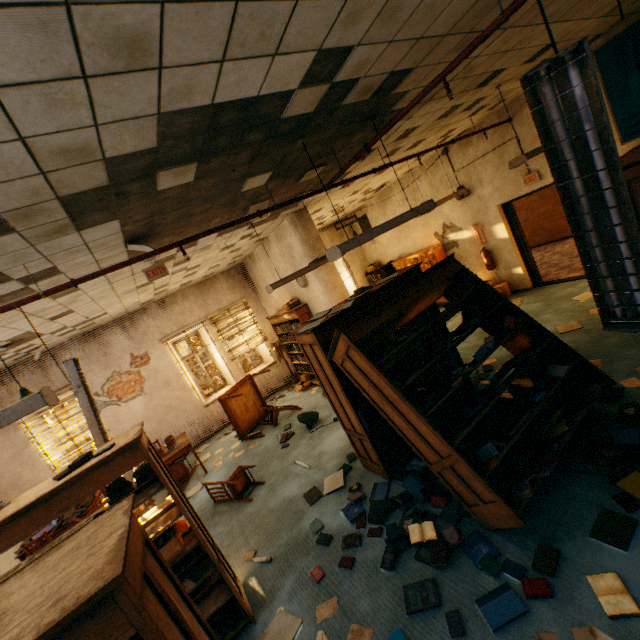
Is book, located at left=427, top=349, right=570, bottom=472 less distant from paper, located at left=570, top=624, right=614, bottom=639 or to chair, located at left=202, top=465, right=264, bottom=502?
paper, located at left=570, top=624, right=614, bottom=639

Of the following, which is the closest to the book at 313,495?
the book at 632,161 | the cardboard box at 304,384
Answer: the cardboard box at 304,384

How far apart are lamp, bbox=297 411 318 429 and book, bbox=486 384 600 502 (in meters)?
3.69

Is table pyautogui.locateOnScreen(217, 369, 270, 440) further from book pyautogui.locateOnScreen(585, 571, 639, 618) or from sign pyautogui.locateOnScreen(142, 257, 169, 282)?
book pyautogui.locateOnScreen(585, 571, 639, 618)

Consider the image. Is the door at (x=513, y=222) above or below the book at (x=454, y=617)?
above

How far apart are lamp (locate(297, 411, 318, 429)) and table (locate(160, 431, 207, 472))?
2.34m

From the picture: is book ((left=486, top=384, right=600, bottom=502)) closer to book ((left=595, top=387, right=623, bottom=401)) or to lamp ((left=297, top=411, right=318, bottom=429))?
book ((left=595, top=387, right=623, bottom=401))

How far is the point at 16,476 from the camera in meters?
7.0 m
